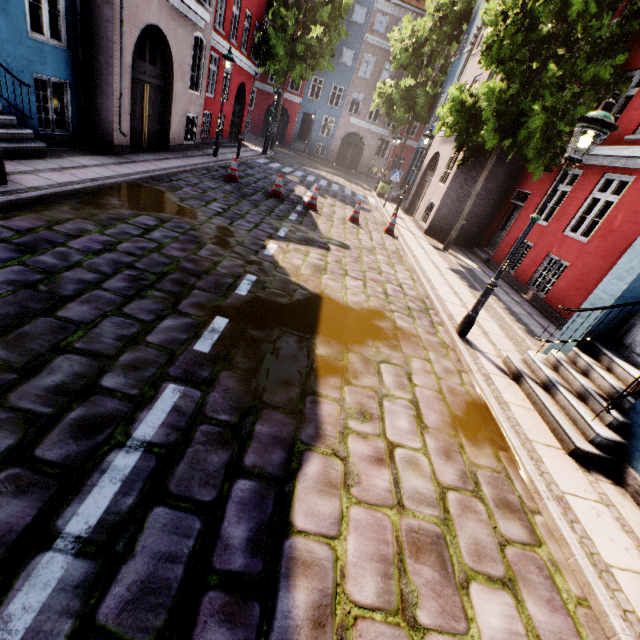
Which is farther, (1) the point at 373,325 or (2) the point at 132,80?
(2) the point at 132,80

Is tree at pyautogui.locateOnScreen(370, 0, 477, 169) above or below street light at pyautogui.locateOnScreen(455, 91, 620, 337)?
above

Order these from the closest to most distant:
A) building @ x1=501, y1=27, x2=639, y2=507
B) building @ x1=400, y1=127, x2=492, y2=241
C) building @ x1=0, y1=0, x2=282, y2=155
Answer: building @ x1=501, y1=27, x2=639, y2=507 < building @ x1=0, y1=0, x2=282, y2=155 < building @ x1=400, y1=127, x2=492, y2=241

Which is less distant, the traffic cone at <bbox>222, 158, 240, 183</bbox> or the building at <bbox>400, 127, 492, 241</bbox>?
the traffic cone at <bbox>222, 158, 240, 183</bbox>

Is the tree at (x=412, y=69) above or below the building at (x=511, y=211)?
above

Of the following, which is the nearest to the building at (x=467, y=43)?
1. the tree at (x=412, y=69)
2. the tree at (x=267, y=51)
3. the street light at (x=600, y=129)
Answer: the tree at (x=412, y=69)

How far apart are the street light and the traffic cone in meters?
9.3 m

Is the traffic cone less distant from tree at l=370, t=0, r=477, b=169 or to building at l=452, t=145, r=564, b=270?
building at l=452, t=145, r=564, b=270
